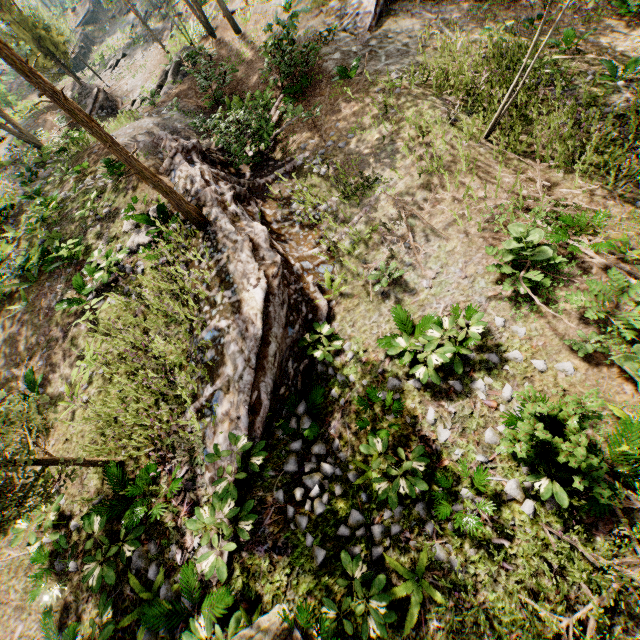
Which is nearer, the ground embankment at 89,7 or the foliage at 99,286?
the foliage at 99,286

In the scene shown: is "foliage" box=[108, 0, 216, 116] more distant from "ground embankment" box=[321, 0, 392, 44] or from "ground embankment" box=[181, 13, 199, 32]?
"ground embankment" box=[321, 0, 392, 44]

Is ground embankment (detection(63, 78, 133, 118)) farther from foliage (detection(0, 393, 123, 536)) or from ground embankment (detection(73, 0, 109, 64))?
ground embankment (detection(73, 0, 109, 64))

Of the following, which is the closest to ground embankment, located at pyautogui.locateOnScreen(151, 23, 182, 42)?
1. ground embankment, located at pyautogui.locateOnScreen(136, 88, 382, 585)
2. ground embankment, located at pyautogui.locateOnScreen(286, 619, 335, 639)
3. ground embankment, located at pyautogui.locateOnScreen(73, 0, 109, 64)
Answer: ground embankment, located at pyautogui.locateOnScreen(73, 0, 109, 64)

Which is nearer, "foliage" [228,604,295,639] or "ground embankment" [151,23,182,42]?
"foliage" [228,604,295,639]

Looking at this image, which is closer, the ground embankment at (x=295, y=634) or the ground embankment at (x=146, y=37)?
the ground embankment at (x=295, y=634)

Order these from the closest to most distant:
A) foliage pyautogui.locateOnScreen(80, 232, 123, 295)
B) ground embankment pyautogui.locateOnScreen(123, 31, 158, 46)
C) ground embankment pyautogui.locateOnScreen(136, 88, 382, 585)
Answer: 1. ground embankment pyautogui.locateOnScreen(136, 88, 382, 585)
2. foliage pyautogui.locateOnScreen(80, 232, 123, 295)
3. ground embankment pyautogui.locateOnScreen(123, 31, 158, 46)

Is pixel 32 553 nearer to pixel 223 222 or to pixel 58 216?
pixel 223 222
